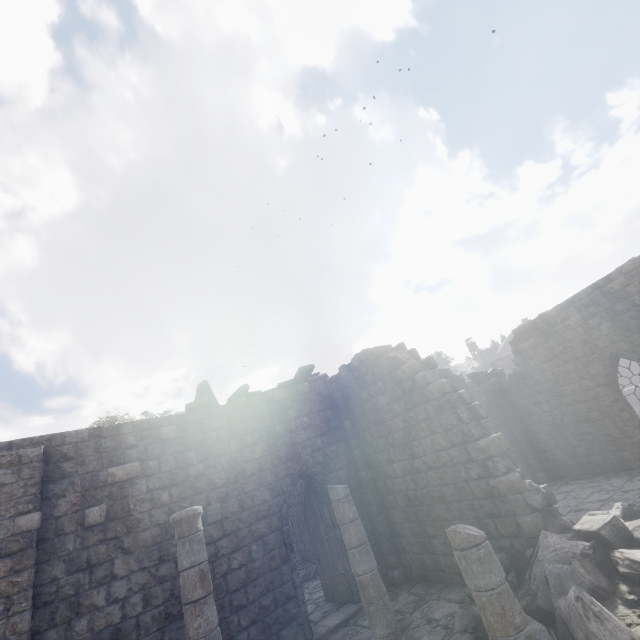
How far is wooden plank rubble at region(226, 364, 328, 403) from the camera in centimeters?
1096cm

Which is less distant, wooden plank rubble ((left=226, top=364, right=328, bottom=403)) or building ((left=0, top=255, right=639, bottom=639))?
building ((left=0, top=255, right=639, bottom=639))

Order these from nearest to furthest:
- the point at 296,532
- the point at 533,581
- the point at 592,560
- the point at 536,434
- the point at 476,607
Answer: the point at 592,560
the point at 533,581
the point at 476,607
the point at 536,434
the point at 296,532

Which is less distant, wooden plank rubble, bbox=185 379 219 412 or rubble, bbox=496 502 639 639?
rubble, bbox=496 502 639 639

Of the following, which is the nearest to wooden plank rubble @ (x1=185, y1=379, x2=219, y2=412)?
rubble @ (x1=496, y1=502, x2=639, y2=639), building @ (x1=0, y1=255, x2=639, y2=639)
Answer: building @ (x1=0, y1=255, x2=639, y2=639)

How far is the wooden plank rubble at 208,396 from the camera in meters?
10.0 m

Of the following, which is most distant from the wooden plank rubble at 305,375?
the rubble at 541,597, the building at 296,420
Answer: the rubble at 541,597

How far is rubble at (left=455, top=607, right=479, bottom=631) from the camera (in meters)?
6.67
